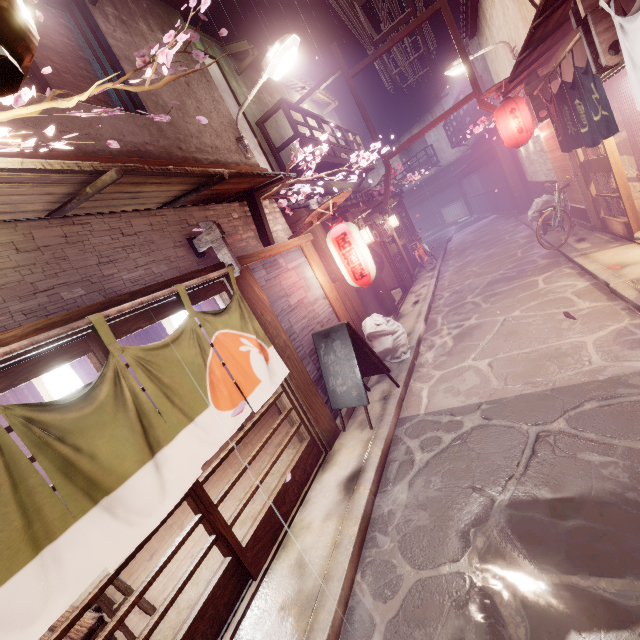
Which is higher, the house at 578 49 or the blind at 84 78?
the blind at 84 78

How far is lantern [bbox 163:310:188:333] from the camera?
8.06m

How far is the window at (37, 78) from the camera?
5.9 meters

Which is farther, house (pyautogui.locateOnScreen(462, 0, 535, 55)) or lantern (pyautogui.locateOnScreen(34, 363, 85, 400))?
house (pyautogui.locateOnScreen(462, 0, 535, 55))

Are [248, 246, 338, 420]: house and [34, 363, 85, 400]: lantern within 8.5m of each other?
yes

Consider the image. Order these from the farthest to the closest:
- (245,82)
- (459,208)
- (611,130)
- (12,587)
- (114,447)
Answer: (459,208) < (245,82) < (611,130) < (114,447) < (12,587)

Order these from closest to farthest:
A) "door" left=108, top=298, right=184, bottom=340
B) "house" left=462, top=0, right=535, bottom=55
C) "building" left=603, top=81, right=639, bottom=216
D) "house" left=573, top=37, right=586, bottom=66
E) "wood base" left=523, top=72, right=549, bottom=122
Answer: "door" left=108, top=298, right=184, bottom=340 < "house" left=573, top=37, right=586, bottom=66 < "building" left=603, top=81, right=639, bottom=216 < "wood base" left=523, top=72, right=549, bottom=122 < "house" left=462, top=0, right=535, bottom=55

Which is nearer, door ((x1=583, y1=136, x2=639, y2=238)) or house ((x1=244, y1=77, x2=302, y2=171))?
door ((x1=583, y1=136, x2=639, y2=238))
